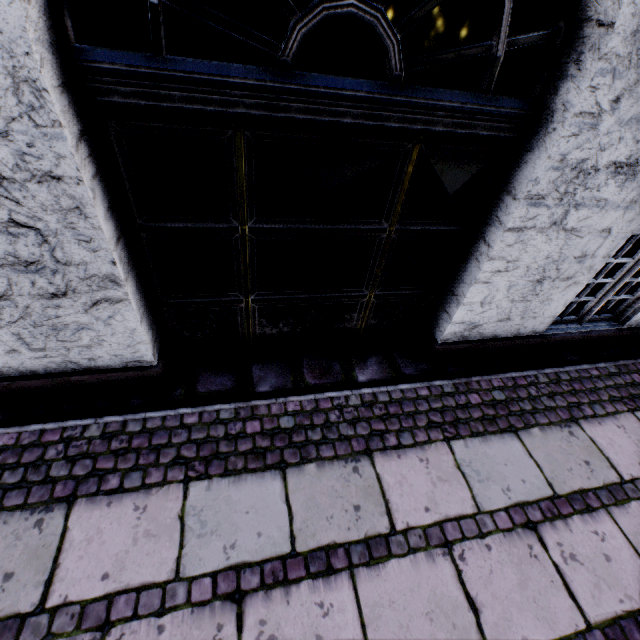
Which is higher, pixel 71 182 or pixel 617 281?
pixel 71 182
